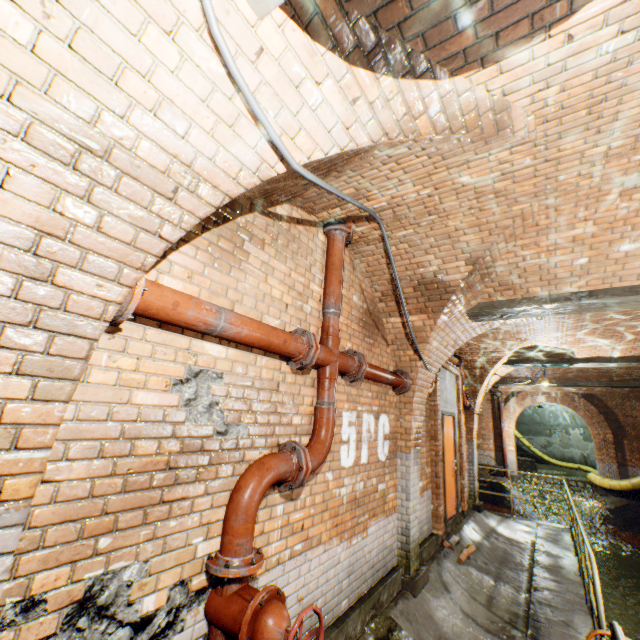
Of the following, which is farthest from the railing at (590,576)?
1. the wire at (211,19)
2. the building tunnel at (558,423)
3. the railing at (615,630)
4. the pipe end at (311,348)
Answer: the building tunnel at (558,423)

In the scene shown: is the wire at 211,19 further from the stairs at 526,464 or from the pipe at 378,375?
the stairs at 526,464

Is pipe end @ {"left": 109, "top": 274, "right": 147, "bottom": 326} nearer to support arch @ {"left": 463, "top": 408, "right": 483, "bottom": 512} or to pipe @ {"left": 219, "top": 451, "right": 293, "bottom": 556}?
pipe @ {"left": 219, "top": 451, "right": 293, "bottom": 556}

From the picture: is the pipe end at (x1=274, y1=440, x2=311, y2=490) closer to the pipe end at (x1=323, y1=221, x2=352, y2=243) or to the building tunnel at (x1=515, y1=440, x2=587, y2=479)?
the pipe end at (x1=323, y1=221, x2=352, y2=243)

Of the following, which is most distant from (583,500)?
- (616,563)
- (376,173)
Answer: (376,173)

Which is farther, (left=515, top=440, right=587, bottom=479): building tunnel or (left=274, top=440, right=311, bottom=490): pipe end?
(left=515, top=440, right=587, bottom=479): building tunnel

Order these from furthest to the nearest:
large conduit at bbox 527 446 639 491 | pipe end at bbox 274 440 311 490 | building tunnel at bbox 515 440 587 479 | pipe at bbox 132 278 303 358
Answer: building tunnel at bbox 515 440 587 479
large conduit at bbox 527 446 639 491
pipe end at bbox 274 440 311 490
pipe at bbox 132 278 303 358

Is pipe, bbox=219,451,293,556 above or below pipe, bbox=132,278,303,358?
below
